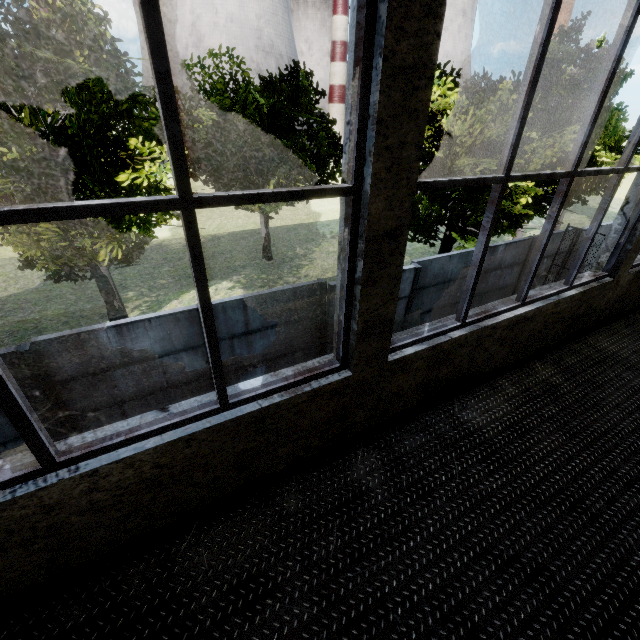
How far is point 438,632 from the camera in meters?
1.9

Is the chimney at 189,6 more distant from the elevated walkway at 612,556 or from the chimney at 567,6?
the elevated walkway at 612,556

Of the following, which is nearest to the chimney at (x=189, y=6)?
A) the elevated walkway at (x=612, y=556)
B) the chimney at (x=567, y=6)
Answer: the chimney at (x=567, y=6)

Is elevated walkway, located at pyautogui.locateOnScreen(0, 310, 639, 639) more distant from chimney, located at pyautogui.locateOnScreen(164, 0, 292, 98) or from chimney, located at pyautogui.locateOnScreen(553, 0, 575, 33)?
chimney, located at pyautogui.locateOnScreen(553, 0, 575, 33)

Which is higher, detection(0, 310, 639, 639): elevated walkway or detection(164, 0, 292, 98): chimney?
detection(164, 0, 292, 98): chimney

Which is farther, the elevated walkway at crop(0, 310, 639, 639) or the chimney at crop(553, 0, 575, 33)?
the chimney at crop(553, 0, 575, 33)

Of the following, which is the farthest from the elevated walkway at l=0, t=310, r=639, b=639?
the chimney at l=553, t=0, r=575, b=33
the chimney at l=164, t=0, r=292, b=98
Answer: the chimney at l=553, t=0, r=575, b=33
